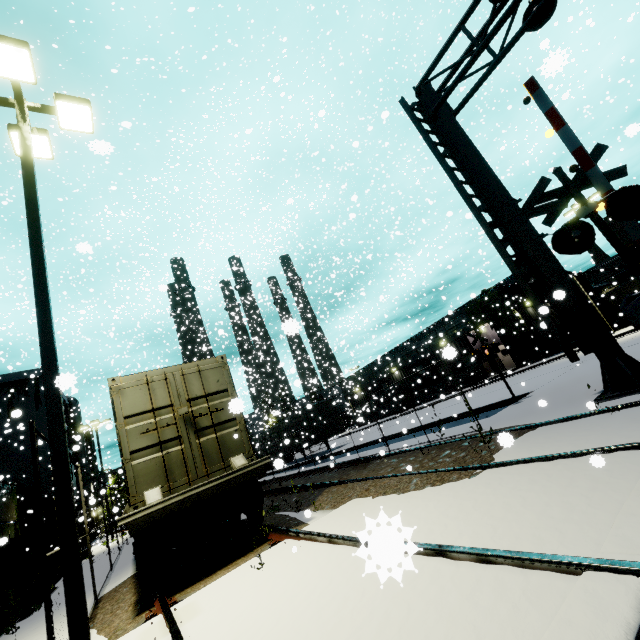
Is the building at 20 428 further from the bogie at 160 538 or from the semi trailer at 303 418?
the bogie at 160 538

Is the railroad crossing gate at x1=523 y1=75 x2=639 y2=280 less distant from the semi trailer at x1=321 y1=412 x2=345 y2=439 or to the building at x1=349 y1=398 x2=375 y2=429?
the building at x1=349 y1=398 x2=375 y2=429

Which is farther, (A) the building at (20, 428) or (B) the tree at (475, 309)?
(B) the tree at (475, 309)

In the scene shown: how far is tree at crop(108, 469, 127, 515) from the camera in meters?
45.9

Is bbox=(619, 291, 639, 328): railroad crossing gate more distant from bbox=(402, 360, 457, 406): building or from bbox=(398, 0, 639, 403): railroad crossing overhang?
bbox=(402, 360, 457, 406): building

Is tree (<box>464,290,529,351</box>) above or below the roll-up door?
above

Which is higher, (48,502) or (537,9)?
(537,9)

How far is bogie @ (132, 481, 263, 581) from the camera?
5.8 meters
